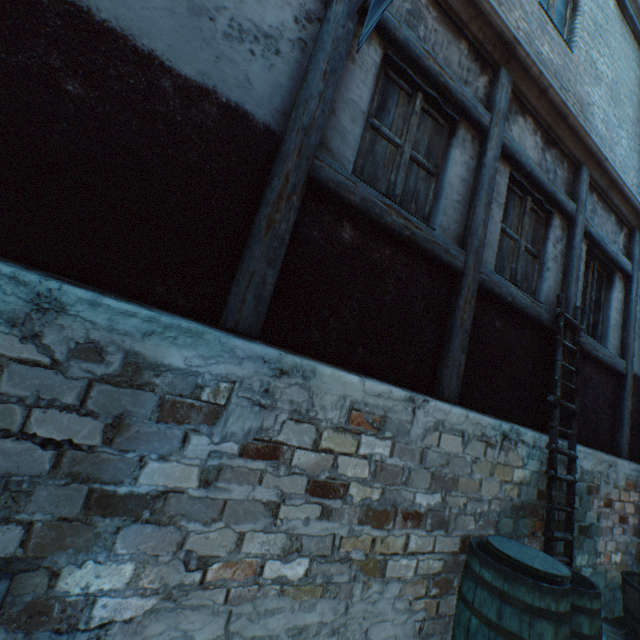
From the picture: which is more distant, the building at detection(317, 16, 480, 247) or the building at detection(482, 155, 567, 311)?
the building at detection(482, 155, 567, 311)

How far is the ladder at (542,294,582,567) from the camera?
3.3 meters

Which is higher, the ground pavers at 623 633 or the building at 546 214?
the building at 546 214

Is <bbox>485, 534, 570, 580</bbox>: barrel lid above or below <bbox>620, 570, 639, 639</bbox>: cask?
above

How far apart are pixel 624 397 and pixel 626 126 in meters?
4.8 m

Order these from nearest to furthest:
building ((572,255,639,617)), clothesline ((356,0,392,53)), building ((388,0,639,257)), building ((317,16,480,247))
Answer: clothesline ((356,0,392,53)) → building ((317,16,480,247)) → building ((388,0,639,257)) → building ((572,255,639,617))

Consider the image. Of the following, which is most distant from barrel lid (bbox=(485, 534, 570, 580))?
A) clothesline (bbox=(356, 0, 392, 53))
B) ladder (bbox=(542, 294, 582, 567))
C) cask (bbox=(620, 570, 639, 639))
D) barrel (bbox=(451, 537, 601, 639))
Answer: clothesline (bbox=(356, 0, 392, 53))

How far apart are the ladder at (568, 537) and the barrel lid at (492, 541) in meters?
0.9
